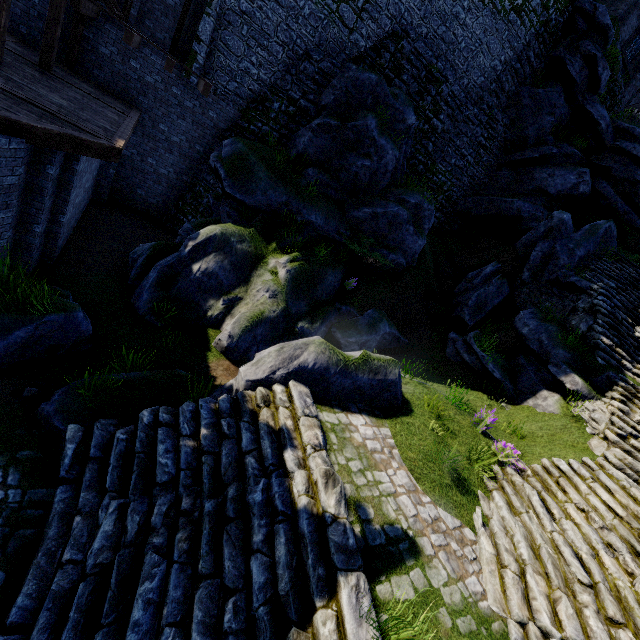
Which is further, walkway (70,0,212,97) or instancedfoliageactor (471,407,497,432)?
walkway (70,0,212,97)

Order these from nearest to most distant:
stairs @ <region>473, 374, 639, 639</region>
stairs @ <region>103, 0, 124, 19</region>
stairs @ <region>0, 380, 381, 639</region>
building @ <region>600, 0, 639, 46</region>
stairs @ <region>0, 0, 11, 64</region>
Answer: stairs @ <region>0, 380, 381, 639</region> → stairs @ <region>473, 374, 639, 639</region> → stairs @ <region>0, 0, 11, 64</region> → stairs @ <region>103, 0, 124, 19</region> → building @ <region>600, 0, 639, 46</region>

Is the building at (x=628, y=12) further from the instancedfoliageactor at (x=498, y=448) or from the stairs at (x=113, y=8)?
the instancedfoliageactor at (x=498, y=448)

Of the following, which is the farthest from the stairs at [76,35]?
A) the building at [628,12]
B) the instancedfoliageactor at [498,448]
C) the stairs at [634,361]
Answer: the building at [628,12]

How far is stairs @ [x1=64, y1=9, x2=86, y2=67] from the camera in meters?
10.7

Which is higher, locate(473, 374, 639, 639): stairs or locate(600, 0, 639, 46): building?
locate(600, 0, 639, 46): building

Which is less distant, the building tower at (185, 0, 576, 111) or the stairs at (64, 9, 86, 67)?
the stairs at (64, 9, 86, 67)

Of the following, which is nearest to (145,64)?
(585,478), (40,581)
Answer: (40,581)
